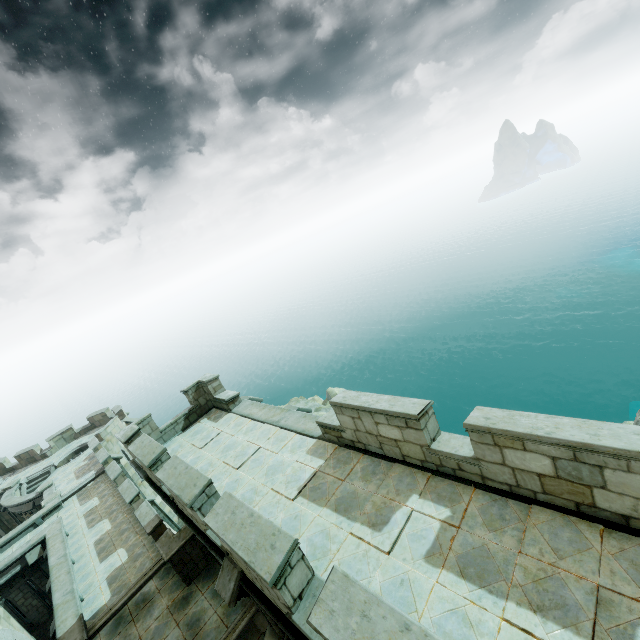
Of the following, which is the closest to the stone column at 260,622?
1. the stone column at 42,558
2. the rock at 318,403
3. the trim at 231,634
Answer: the trim at 231,634

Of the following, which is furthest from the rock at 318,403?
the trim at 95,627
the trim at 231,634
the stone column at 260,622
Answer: the stone column at 260,622

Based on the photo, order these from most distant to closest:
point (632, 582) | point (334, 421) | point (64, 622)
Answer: point (64, 622) → point (334, 421) → point (632, 582)

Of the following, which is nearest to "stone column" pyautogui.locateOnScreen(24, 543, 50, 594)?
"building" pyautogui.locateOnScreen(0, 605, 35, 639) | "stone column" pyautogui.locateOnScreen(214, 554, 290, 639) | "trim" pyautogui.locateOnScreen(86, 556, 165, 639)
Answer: "trim" pyautogui.locateOnScreen(86, 556, 165, 639)

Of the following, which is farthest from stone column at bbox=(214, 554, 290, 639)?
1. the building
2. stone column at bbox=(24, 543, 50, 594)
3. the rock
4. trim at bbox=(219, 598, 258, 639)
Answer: stone column at bbox=(24, 543, 50, 594)

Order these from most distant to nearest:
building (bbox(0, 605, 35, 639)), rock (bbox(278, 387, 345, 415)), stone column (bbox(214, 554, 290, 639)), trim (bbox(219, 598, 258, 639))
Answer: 1. rock (bbox(278, 387, 345, 415))
2. trim (bbox(219, 598, 258, 639))
3. building (bbox(0, 605, 35, 639))
4. stone column (bbox(214, 554, 290, 639))

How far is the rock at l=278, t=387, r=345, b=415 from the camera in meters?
38.3 m

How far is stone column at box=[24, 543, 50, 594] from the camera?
15.4m
